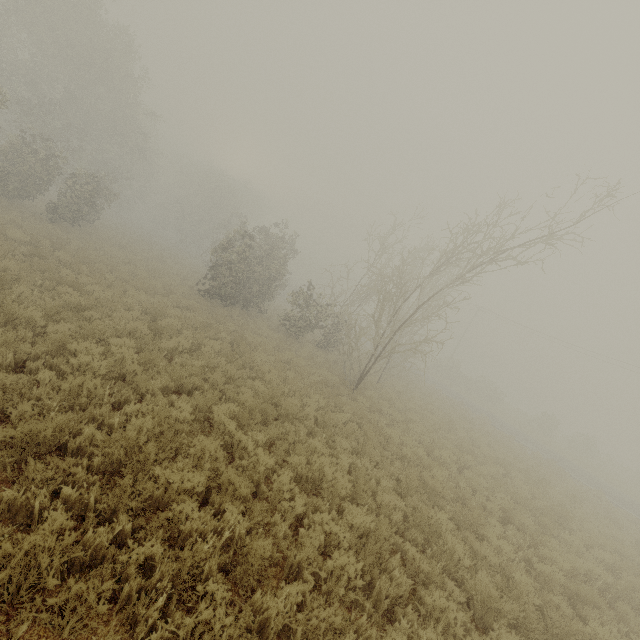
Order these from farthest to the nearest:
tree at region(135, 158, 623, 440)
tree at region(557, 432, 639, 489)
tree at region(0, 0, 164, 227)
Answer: tree at region(557, 432, 639, 489) → tree at region(0, 0, 164, 227) → tree at region(135, 158, 623, 440)

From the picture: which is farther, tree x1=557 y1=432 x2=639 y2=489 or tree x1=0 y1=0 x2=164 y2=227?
tree x1=557 y1=432 x2=639 y2=489

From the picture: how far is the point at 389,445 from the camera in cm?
1072

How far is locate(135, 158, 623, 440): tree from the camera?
13.5 meters

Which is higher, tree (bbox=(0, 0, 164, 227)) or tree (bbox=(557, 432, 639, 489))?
tree (bbox=(0, 0, 164, 227))

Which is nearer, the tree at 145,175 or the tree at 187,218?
the tree at 187,218

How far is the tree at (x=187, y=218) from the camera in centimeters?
1354cm
